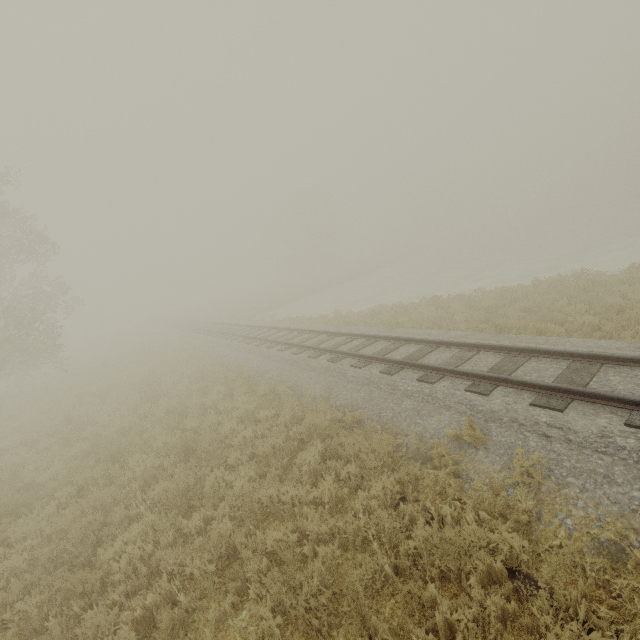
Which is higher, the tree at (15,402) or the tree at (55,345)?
the tree at (55,345)

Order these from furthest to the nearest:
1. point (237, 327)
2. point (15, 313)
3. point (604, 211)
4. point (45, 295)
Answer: point (604, 211) < point (237, 327) < point (45, 295) < point (15, 313)

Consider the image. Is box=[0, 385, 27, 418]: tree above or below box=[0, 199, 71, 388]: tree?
below
